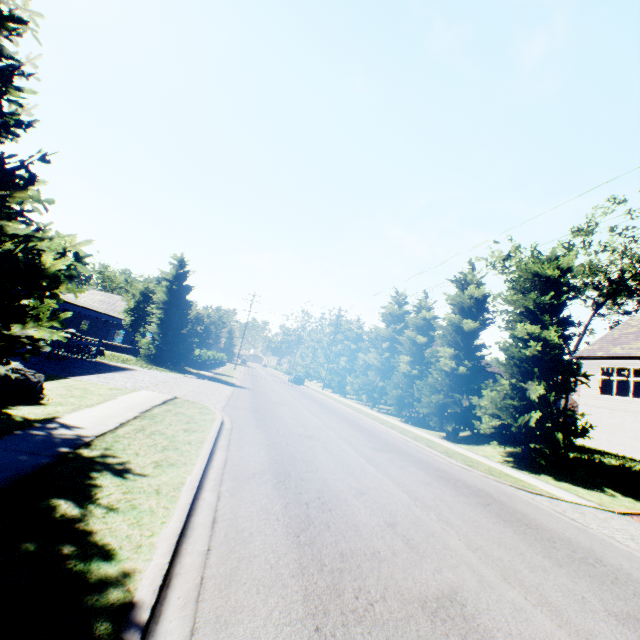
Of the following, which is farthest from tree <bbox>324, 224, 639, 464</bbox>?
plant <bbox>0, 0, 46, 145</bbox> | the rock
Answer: the rock

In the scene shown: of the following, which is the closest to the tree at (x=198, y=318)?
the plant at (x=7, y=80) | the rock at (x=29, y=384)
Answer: the plant at (x=7, y=80)

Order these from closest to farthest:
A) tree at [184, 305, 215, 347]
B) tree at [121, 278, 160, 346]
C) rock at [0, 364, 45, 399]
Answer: rock at [0, 364, 45, 399], tree at [121, 278, 160, 346], tree at [184, 305, 215, 347]

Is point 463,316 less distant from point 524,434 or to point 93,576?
point 524,434

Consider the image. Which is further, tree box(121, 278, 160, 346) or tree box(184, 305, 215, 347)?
tree box(184, 305, 215, 347)

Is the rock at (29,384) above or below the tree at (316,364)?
below

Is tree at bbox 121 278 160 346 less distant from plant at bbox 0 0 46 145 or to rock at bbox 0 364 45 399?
plant at bbox 0 0 46 145
